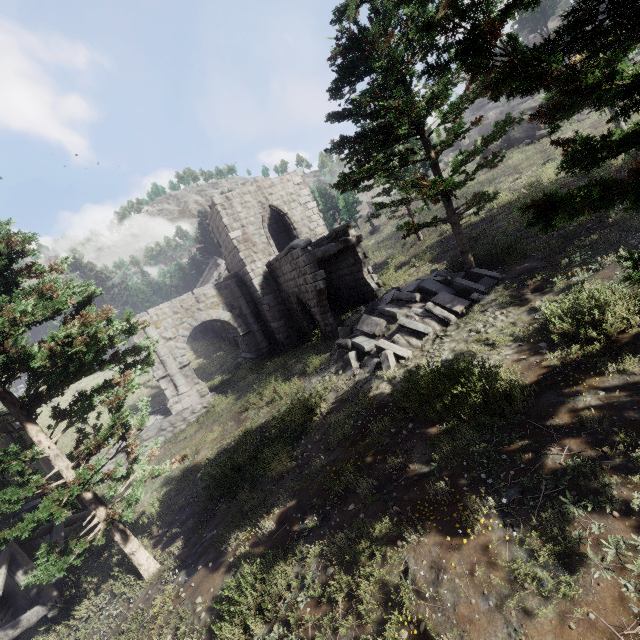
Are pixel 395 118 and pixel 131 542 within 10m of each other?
no

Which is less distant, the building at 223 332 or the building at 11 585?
the building at 11 585

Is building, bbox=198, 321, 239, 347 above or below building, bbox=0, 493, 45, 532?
above

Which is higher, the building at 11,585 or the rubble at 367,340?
the rubble at 367,340

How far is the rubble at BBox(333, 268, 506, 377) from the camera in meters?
10.0

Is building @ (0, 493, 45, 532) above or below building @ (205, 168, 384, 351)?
below

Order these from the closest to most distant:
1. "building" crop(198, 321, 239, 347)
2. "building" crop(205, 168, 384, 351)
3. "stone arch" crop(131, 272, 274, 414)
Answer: "building" crop(205, 168, 384, 351) < "stone arch" crop(131, 272, 274, 414) < "building" crop(198, 321, 239, 347)

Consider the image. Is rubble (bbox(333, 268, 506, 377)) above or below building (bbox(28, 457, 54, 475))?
below
